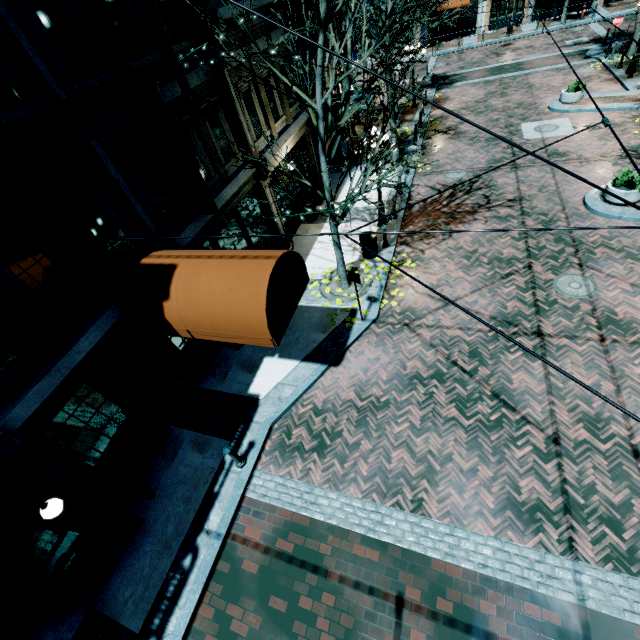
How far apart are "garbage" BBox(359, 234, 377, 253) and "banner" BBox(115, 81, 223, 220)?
4.99m

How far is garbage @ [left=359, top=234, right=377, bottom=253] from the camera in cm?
1130

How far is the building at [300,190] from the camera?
14.20m

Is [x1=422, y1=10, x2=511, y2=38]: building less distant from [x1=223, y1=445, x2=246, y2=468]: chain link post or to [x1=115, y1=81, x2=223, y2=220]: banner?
[x1=115, y1=81, x2=223, y2=220]: banner

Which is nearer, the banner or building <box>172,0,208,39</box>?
the banner

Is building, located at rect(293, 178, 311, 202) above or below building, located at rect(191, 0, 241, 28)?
below

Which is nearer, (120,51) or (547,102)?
(120,51)

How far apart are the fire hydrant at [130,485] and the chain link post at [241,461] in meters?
2.1
